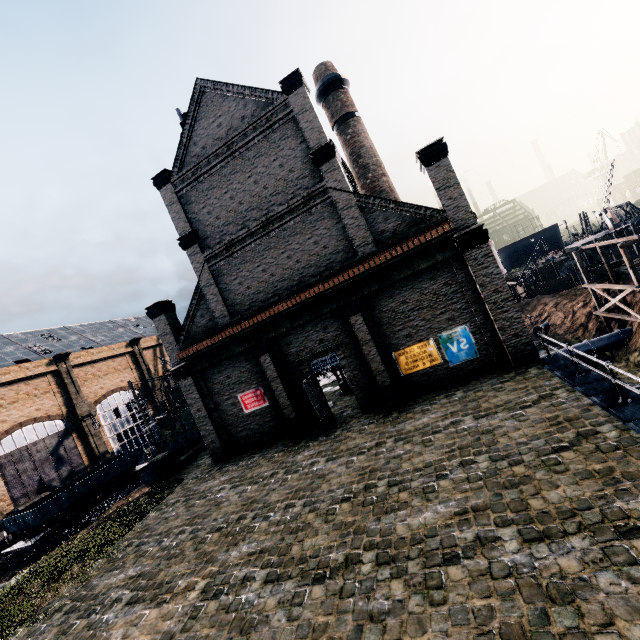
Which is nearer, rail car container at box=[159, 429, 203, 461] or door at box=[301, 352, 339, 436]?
door at box=[301, 352, 339, 436]

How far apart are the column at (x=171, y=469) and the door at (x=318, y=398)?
12.62m

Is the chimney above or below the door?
above

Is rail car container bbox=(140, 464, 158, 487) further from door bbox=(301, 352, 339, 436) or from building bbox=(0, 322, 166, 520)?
door bbox=(301, 352, 339, 436)

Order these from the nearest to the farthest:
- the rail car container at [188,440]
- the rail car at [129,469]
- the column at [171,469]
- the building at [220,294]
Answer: the building at [220,294] < the column at [171,469] < the rail car container at [188,440] < the rail car at [129,469]

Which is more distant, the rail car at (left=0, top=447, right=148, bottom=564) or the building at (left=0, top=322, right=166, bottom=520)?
the building at (left=0, top=322, right=166, bottom=520)

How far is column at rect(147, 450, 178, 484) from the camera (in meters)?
22.48

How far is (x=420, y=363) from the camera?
17.12m
